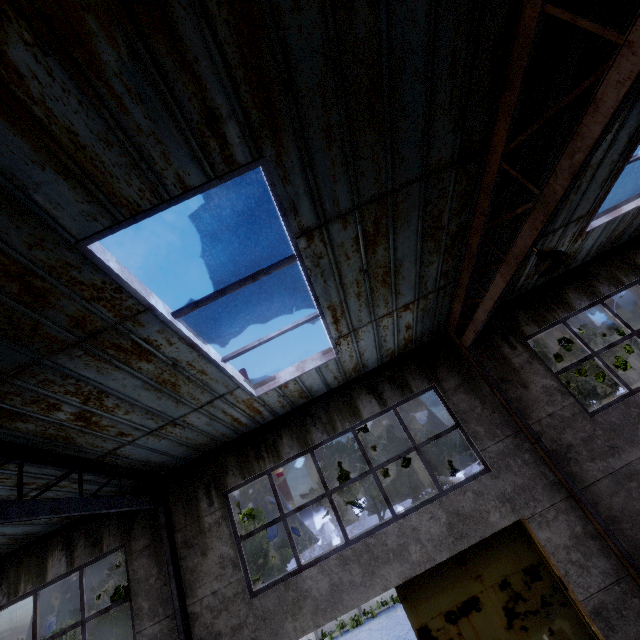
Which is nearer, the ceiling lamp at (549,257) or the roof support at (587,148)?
the roof support at (587,148)

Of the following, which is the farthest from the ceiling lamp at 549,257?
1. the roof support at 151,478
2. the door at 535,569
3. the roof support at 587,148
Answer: the roof support at 151,478

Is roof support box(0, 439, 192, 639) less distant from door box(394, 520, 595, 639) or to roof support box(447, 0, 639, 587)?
door box(394, 520, 595, 639)

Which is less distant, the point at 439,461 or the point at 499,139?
the point at 499,139

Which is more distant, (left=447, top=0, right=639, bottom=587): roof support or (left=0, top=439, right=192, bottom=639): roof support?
(left=0, top=439, right=192, bottom=639): roof support

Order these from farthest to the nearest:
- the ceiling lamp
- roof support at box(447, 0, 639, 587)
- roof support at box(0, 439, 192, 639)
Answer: roof support at box(0, 439, 192, 639) < the ceiling lamp < roof support at box(447, 0, 639, 587)

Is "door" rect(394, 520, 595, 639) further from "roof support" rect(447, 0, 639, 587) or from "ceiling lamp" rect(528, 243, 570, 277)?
"ceiling lamp" rect(528, 243, 570, 277)

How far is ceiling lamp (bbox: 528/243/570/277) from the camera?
4.04m
